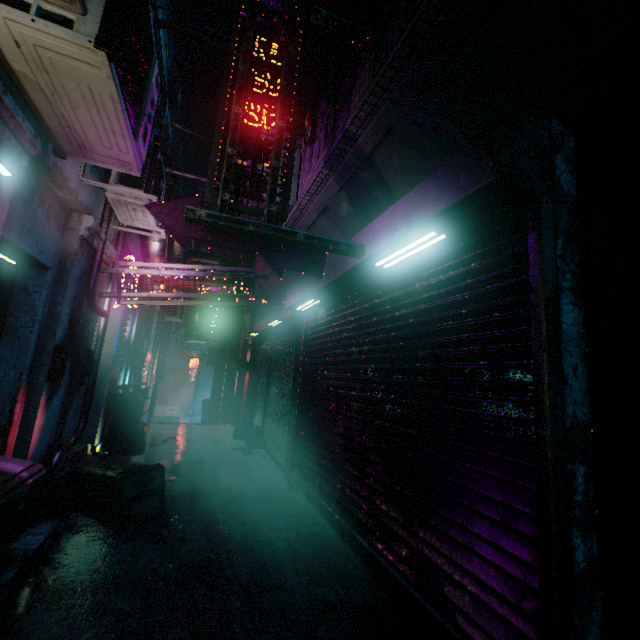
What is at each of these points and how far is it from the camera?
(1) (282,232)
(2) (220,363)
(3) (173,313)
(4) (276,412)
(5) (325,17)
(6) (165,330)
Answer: (1) sign, 1.88m
(2) air duct, 9.27m
(3) air conditioner, 10.52m
(4) storefront, 6.34m
(5) sign, 2.20m
(6) pipe, 11.81m

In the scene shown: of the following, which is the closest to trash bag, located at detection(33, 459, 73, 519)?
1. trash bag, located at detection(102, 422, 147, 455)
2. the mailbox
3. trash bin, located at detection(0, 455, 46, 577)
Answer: the mailbox

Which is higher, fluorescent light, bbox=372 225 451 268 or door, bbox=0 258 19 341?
fluorescent light, bbox=372 225 451 268

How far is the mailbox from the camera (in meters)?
3.03

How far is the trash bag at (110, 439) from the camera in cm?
533

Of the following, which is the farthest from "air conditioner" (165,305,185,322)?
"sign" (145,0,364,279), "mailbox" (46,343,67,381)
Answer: "mailbox" (46,343,67,381)

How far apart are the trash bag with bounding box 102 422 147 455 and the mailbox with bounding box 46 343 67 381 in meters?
2.8

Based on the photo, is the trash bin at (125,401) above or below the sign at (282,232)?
below
